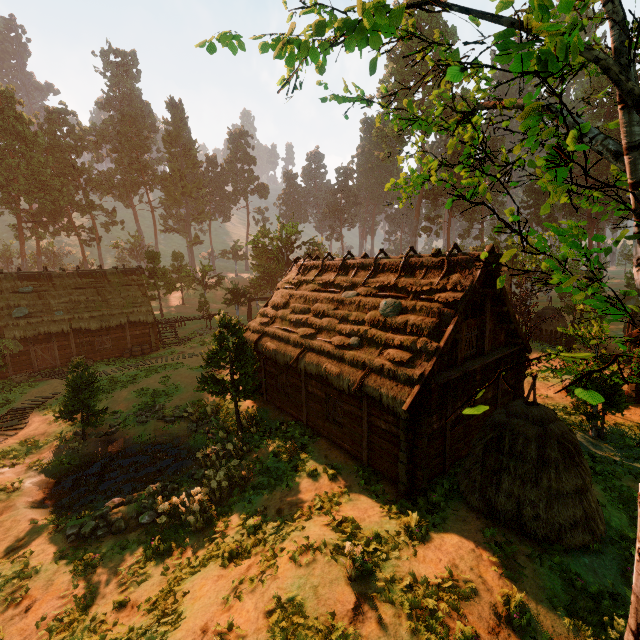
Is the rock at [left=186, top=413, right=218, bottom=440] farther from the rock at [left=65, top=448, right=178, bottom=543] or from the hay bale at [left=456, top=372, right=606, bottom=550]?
the hay bale at [left=456, top=372, right=606, bottom=550]

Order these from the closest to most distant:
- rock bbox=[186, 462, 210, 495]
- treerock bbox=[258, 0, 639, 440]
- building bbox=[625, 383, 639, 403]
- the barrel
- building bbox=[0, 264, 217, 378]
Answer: treerock bbox=[258, 0, 639, 440]
rock bbox=[186, 462, 210, 495]
building bbox=[625, 383, 639, 403]
building bbox=[0, 264, 217, 378]
the barrel

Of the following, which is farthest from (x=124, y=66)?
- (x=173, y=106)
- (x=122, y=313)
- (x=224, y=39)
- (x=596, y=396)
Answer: (x=596, y=396)

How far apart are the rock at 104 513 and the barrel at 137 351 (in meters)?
17.73

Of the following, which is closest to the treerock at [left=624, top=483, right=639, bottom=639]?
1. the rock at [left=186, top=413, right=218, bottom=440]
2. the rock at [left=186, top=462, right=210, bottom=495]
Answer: the rock at [left=186, top=462, right=210, bottom=495]

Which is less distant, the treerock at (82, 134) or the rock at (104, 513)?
the rock at (104, 513)

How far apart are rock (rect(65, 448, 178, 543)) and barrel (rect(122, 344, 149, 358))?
17.7 meters

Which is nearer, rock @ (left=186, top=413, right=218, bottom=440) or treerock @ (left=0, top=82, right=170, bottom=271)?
rock @ (left=186, top=413, right=218, bottom=440)
